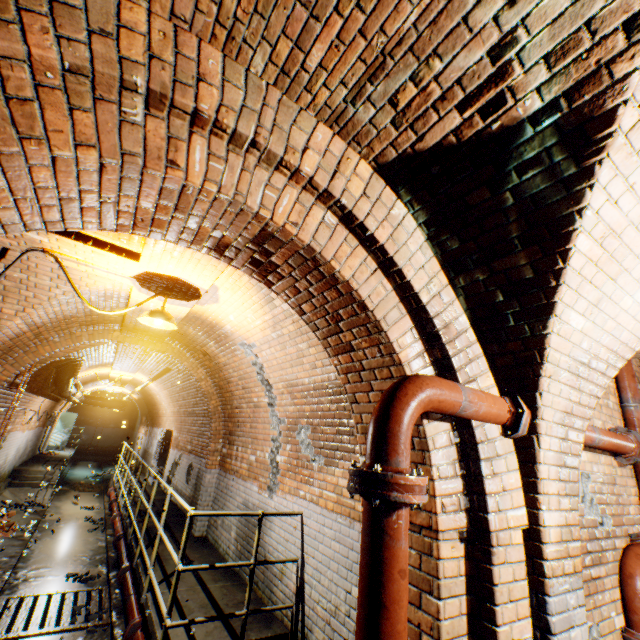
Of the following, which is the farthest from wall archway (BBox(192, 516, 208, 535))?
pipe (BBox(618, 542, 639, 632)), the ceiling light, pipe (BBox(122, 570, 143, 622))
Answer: pipe (BBox(618, 542, 639, 632))

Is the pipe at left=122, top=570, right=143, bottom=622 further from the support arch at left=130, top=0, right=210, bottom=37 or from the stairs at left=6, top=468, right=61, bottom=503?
the stairs at left=6, top=468, right=61, bottom=503

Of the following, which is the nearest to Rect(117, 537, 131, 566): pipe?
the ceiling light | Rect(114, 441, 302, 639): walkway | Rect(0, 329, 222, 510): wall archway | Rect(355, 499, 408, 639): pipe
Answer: Rect(114, 441, 302, 639): walkway

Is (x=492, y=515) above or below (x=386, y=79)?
below

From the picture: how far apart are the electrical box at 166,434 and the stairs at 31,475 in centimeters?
283cm

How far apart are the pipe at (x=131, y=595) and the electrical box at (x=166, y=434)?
6.4 meters

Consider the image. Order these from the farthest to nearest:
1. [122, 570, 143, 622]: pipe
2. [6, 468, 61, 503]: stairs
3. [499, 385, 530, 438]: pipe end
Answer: [6, 468, 61, 503]: stairs
[122, 570, 143, 622]: pipe
[499, 385, 530, 438]: pipe end

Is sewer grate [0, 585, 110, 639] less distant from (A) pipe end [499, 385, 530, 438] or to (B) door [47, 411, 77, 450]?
(B) door [47, 411, 77, 450]
